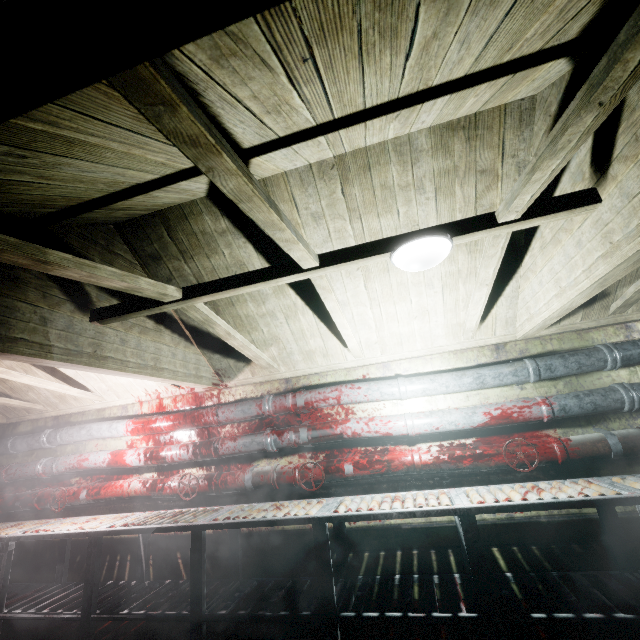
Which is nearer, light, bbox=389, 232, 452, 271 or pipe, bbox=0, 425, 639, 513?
light, bbox=389, 232, 452, 271

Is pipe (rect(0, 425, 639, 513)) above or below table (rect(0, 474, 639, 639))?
above

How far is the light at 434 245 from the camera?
1.60m

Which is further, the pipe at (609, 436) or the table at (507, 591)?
the pipe at (609, 436)

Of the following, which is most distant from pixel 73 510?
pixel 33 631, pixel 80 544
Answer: pixel 33 631

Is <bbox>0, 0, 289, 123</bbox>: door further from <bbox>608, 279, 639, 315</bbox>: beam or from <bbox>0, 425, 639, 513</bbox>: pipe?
<bbox>0, 425, 639, 513</bbox>: pipe

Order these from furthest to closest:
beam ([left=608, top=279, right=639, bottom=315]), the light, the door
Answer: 1. beam ([left=608, top=279, right=639, bottom=315])
2. the light
3. the door

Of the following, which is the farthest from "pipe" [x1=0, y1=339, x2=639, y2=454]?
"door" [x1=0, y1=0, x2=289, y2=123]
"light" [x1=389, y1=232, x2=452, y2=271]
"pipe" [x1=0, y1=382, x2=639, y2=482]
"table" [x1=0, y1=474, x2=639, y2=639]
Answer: "door" [x1=0, y1=0, x2=289, y2=123]
